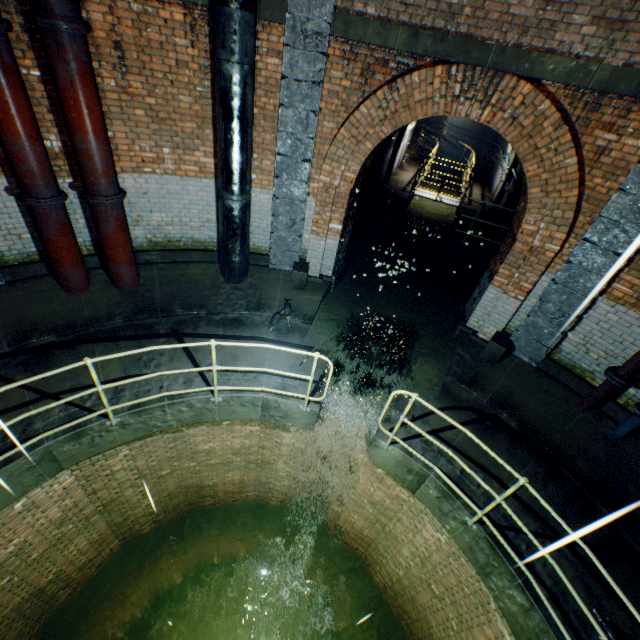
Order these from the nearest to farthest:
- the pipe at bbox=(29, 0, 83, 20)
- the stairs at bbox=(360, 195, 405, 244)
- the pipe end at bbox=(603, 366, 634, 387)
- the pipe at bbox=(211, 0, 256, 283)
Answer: the pipe at bbox=(29, 0, 83, 20) → the pipe at bbox=(211, 0, 256, 283) → the pipe end at bbox=(603, 366, 634, 387) → the stairs at bbox=(360, 195, 405, 244)

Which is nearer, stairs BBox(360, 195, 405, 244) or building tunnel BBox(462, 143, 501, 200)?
stairs BBox(360, 195, 405, 244)

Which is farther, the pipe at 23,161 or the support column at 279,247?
the support column at 279,247

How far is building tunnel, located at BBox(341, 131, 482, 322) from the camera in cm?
839

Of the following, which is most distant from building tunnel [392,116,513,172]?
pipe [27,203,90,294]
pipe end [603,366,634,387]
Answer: pipe [27,203,90,294]

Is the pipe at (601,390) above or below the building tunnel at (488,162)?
below

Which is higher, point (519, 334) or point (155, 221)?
point (155, 221)

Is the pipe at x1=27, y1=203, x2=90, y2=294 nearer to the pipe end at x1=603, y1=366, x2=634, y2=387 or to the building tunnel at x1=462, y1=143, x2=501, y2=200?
the building tunnel at x1=462, y1=143, x2=501, y2=200
